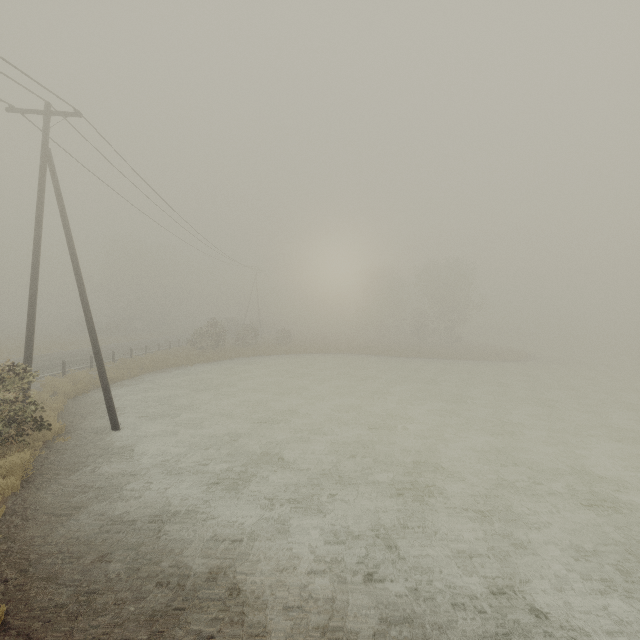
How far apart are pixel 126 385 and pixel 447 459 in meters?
18.5 m

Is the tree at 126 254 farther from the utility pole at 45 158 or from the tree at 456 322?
the tree at 456 322

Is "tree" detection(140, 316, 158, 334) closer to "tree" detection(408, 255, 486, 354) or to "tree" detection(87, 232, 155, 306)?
"tree" detection(87, 232, 155, 306)

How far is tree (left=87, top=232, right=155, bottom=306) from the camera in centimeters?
5544cm

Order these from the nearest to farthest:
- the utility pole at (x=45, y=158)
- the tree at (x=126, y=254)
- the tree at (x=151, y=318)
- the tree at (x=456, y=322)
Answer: the utility pole at (x=45, y=158)
the tree at (x=456, y=322)
the tree at (x=126, y=254)
the tree at (x=151, y=318)

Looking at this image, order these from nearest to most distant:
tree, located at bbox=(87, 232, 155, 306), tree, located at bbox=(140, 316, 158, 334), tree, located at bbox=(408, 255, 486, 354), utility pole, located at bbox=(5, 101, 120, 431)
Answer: utility pole, located at bbox=(5, 101, 120, 431) < tree, located at bbox=(408, 255, 486, 354) < tree, located at bbox=(87, 232, 155, 306) < tree, located at bbox=(140, 316, 158, 334)

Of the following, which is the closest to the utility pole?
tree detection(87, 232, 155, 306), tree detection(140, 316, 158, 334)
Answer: tree detection(140, 316, 158, 334)

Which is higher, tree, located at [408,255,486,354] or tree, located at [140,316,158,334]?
tree, located at [408,255,486,354]
